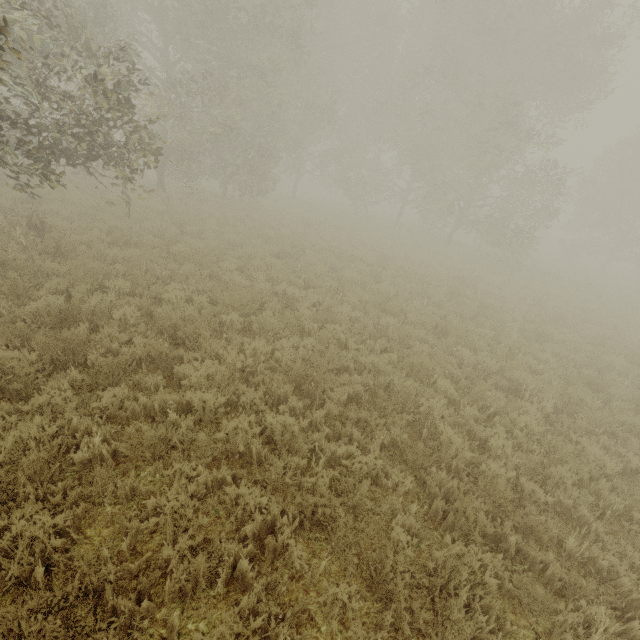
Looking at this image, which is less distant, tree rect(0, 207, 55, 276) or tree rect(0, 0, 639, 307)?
tree rect(0, 207, 55, 276)

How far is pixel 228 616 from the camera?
3.0m

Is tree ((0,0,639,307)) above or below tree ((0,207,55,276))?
above

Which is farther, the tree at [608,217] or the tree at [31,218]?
the tree at [608,217]

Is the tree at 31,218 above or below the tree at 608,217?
below
